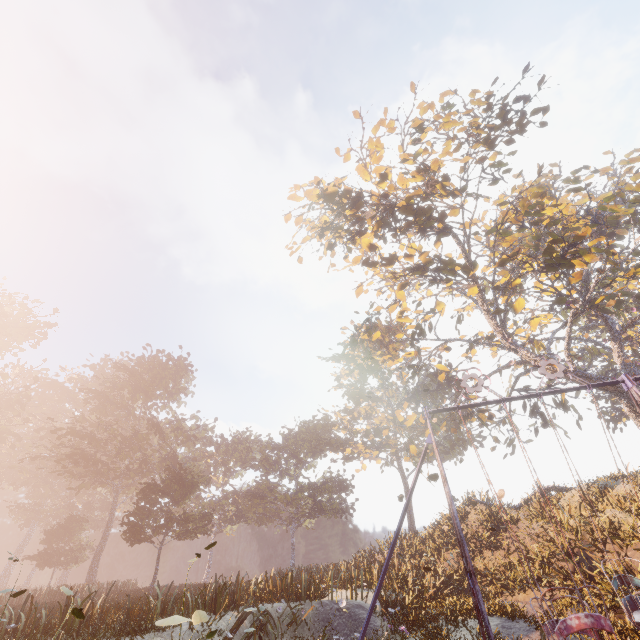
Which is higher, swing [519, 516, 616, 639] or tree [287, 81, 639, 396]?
tree [287, 81, 639, 396]

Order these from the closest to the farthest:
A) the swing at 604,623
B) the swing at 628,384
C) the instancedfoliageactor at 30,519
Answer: the swing at 604,623
the swing at 628,384
the instancedfoliageactor at 30,519

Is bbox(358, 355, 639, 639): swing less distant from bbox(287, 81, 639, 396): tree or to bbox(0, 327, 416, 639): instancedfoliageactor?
bbox(287, 81, 639, 396): tree

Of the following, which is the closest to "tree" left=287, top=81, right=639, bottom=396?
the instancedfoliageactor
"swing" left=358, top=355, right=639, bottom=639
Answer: "swing" left=358, top=355, right=639, bottom=639

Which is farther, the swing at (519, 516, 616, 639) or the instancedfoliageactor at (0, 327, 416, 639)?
the instancedfoliageactor at (0, 327, 416, 639)

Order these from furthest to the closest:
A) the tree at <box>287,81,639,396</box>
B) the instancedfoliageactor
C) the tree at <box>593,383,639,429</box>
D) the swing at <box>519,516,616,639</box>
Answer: the tree at <box>593,383,639,429</box>
the tree at <box>287,81,639,396</box>
the instancedfoliageactor
the swing at <box>519,516,616,639</box>

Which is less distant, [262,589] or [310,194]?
[262,589]

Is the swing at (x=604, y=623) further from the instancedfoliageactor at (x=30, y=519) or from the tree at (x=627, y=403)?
the instancedfoliageactor at (x=30, y=519)
